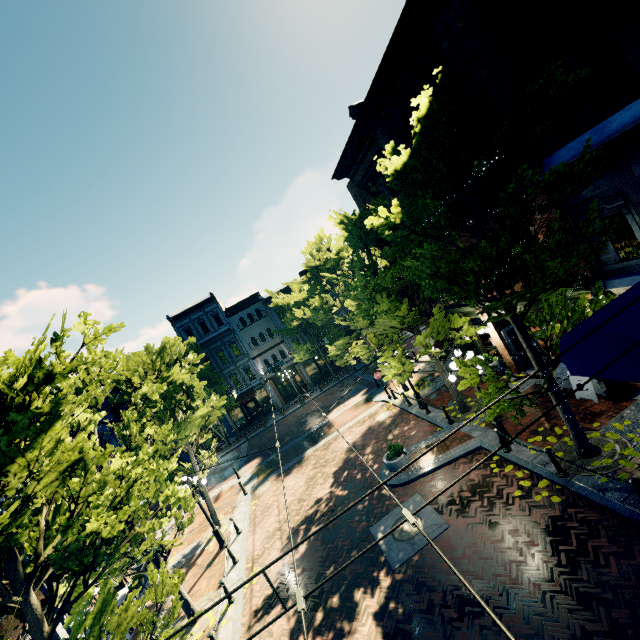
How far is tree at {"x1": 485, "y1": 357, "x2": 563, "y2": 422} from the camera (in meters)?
7.61

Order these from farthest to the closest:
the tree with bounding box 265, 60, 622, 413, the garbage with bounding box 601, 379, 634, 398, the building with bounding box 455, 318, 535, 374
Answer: the building with bounding box 455, 318, 535, 374 < the garbage with bounding box 601, 379, 634, 398 < the tree with bounding box 265, 60, 622, 413

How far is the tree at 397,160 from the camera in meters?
7.1 m

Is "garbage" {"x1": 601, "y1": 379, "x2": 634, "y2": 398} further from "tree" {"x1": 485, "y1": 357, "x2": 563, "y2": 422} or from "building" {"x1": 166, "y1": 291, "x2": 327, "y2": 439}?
"building" {"x1": 166, "y1": 291, "x2": 327, "y2": 439}

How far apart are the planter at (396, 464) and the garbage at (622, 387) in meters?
7.0

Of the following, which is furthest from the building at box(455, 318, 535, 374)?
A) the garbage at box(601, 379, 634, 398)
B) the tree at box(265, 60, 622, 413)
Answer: Result: the garbage at box(601, 379, 634, 398)

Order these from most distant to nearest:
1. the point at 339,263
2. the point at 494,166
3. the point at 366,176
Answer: the point at 339,263 → the point at 366,176 → the point at 494,166

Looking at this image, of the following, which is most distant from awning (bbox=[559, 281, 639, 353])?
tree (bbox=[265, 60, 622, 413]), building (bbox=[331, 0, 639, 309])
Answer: building (bbox=[331, 0, 639, 309])
